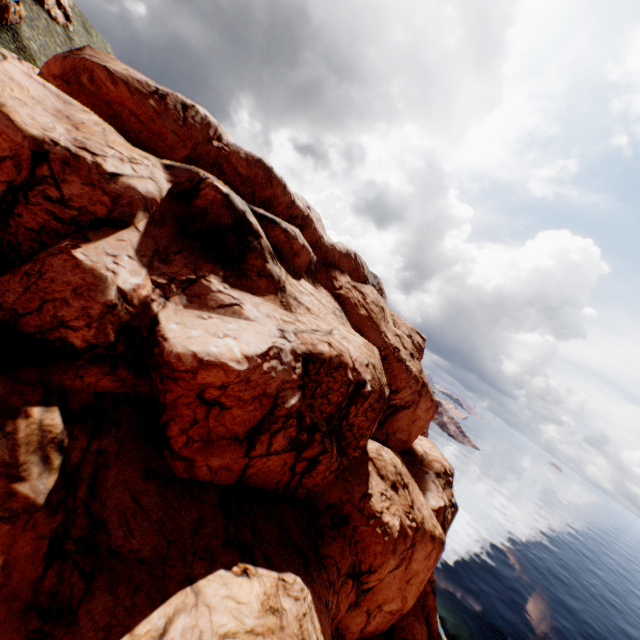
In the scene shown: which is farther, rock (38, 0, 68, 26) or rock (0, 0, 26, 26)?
rock (38, 0, 68, 26)

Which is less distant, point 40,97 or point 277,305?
point 40,97

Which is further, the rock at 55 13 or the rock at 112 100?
the rock at 55 13

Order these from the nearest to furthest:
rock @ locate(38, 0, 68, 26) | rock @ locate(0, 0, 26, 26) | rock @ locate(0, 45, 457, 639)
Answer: rock @ locate(0, 45, 457, 639) < rock @ locate(0, 0, 26, 26) < rock @ locate(38, 0, 68, 26)

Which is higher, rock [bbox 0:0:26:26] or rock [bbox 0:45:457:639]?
rock [bbox 0:0:26:26]

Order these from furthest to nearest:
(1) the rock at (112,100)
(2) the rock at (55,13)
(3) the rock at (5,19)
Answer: (2) the rock at (55,13)
(3) the rock at (5,19)
(1) the rock at (112,100)
